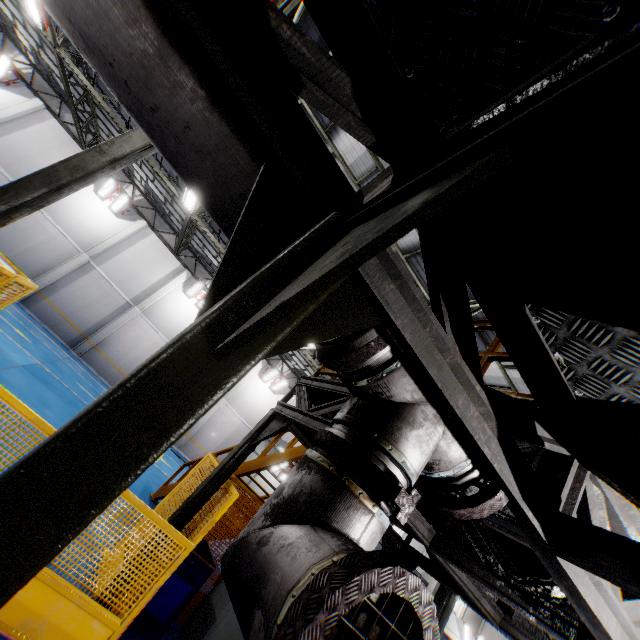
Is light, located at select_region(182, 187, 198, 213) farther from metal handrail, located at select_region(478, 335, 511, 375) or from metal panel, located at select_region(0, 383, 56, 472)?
metal handrail, located at select_region(478, 335, 511, 375)

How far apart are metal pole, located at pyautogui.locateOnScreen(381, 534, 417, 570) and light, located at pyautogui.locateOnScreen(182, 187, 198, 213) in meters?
12.0 m

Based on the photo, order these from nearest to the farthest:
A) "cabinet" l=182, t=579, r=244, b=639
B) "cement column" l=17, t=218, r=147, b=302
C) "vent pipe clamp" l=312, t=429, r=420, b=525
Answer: "vent pipe clamp" l=312, t=429, r=420, b=525, "cabinet" l=182, t=579, r=244, b=639, "cement column" l=17, t=218, r=147, b=302

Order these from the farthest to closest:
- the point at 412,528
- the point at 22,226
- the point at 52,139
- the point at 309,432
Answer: the point at 52,139 → the point at 22,226 → the point at 309,432 → the point at 412,528

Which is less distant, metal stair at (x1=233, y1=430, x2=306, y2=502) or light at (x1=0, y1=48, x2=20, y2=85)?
metal stair at (x1=233, y1=430, x2=306, y2=502)

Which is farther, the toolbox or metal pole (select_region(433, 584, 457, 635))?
metal pole (select_region(433, 584, 457, 635))

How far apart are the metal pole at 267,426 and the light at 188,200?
9.85m

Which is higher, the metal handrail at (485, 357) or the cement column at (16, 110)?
the cement column at (16, 110)
